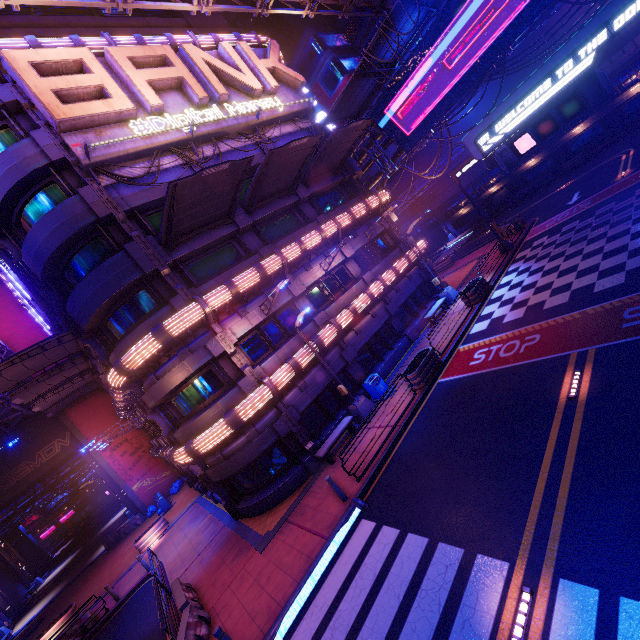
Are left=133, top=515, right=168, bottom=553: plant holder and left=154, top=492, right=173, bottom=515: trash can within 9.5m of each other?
yes

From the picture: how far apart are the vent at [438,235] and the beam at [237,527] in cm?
4788

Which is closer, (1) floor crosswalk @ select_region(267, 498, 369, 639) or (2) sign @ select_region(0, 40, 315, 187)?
(1) floor crosswalk @ select_region(267, 498, 369, 639)

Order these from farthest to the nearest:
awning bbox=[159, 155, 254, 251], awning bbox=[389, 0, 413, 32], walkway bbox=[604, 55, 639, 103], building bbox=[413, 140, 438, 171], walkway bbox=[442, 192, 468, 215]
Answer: building bbox=[413, 140, 438, 171], walkway bbox=[442, 192, 468, 215], walkway bbox=[604, 55, 639, 103], awning bbox=[389, 0, 413, 32], awning bbox=[159, 155, 254, 251]

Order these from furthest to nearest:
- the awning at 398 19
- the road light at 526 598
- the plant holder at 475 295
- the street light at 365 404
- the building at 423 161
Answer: the building at 423 161, the plant holder at 475 295, the awning at 398 19, the street light at 365 404, the road light at 526 598

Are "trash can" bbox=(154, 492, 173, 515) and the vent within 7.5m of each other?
no

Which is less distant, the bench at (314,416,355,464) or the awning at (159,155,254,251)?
the awning at (159,155,254,251)

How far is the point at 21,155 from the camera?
13.34m
